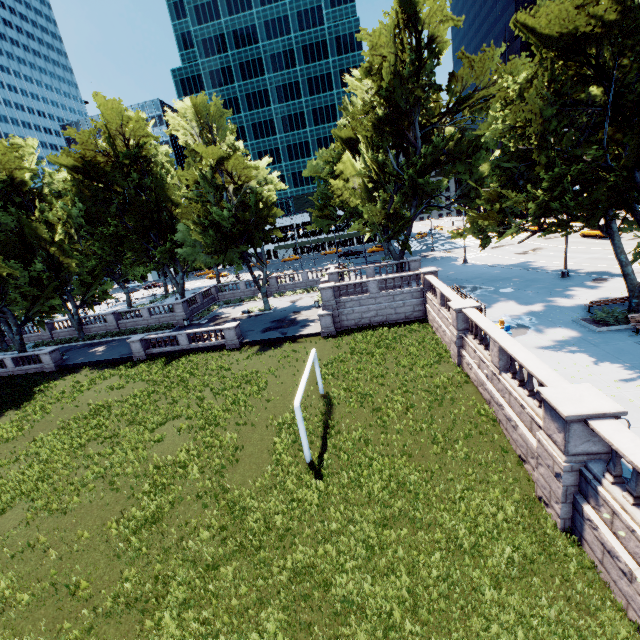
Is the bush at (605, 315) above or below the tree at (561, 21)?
below

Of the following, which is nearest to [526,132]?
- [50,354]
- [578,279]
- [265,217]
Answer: [578,279]

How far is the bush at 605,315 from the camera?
16.9m

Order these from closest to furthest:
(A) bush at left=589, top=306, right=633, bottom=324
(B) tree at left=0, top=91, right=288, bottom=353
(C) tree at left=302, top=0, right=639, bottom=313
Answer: (C) tree at left=302, top=0, right=639, bottom=313 < (A) bush at left=589, top=306, right=633, bottom=324 < (B) tree at left=0, top=91, right=288, bottom=353

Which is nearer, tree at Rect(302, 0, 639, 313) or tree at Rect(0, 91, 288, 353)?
tree at Rect(302, 0, 639, 313)

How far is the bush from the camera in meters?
16.9

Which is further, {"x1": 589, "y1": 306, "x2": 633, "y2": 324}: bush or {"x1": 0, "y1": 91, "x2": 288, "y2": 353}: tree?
{"x1": 0, "y1": 91, "x2": 288, "y2": 353}: tree
